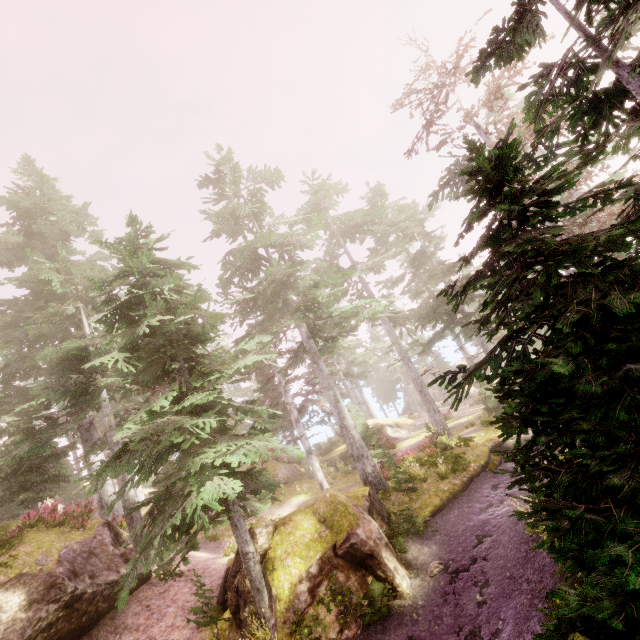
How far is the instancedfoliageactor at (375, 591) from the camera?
8.9 meters

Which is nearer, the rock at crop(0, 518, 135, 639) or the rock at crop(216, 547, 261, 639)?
the rock at crop(0, 518, 135, 639)

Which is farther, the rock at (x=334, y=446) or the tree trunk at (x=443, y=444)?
the rock at (x=334, y=446)

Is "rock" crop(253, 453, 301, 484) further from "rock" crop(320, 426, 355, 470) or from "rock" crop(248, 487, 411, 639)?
"rock" crop(248, 487, 411, 639)

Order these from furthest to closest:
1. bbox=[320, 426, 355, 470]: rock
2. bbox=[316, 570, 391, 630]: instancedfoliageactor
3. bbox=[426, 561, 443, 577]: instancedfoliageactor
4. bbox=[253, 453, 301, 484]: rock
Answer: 1. bbox=[320, 426, 355, 470]: rock
2. bbox=[253, 453, 301, 484]: rock
3. bbox=[426, 561, 443, 577]: instancedfoliageactor
4. bbox=[316, 570, 391, 630]: instancedfoliageactor

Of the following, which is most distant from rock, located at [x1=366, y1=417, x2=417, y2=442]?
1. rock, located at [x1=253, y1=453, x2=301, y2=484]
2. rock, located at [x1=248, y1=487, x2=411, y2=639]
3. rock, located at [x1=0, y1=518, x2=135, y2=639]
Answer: rock, located at [x1=0, y1=518, x2=135, y2=639]

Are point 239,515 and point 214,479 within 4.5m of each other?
yes

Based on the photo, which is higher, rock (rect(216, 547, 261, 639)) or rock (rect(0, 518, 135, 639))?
rock (rect(0, 518, 135, 639))
